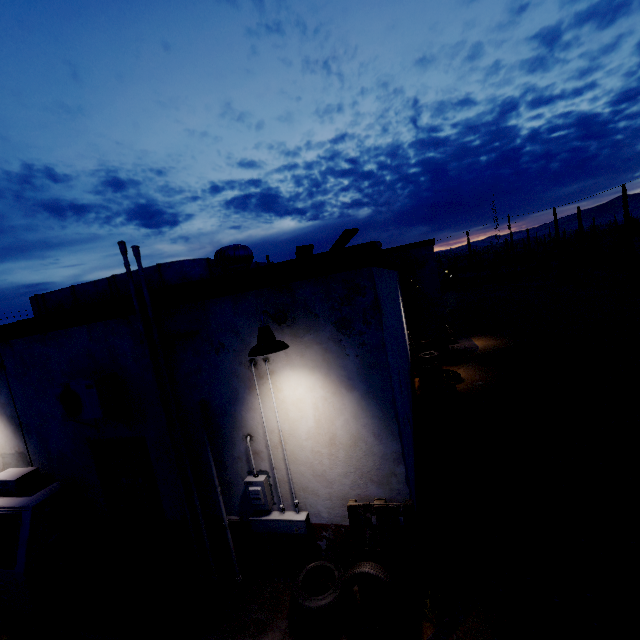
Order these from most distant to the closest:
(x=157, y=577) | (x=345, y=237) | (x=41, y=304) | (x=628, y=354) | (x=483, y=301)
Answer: (x=483, y=301), (x=628, y=354), (x=41, y=304), (x=157, y=577), (x=345, y=237)

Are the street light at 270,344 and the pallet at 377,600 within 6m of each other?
yes

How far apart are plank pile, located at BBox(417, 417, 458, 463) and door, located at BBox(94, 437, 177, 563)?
5.06m

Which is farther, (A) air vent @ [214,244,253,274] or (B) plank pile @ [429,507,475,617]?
(A) air vent @ [214,244,253,274]

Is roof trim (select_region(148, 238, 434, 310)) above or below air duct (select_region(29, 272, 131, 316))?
below

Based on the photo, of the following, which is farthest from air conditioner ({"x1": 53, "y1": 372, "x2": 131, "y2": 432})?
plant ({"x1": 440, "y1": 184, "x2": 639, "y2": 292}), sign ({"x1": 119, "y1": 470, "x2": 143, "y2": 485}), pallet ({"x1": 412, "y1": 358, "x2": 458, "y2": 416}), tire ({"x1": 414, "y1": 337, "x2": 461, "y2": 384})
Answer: plant ({"x1": 440, "y1": 184, "x2": 639, "y2": 292})

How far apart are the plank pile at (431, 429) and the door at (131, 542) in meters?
5.1

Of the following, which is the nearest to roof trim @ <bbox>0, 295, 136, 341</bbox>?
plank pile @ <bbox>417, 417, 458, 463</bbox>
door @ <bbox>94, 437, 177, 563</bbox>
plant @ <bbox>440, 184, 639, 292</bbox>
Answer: door @ <bbox>94, 437, 177, 563</bbox>
